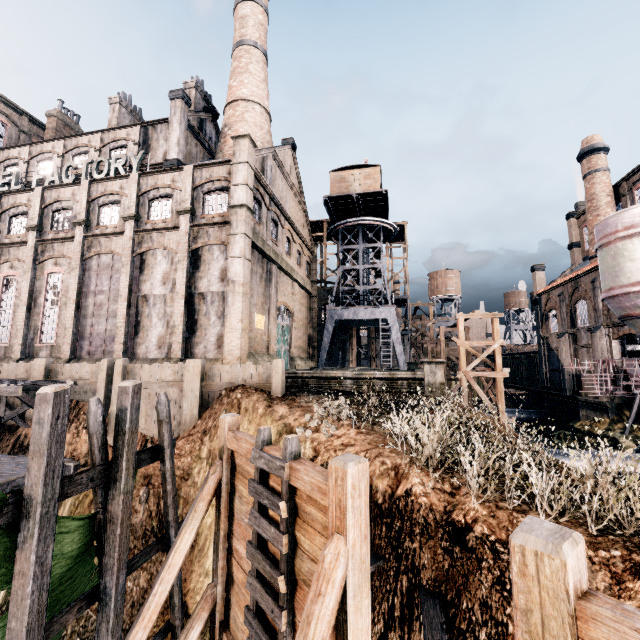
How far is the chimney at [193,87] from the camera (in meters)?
32.88

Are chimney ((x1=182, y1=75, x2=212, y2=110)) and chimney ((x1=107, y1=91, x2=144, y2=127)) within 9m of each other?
yes

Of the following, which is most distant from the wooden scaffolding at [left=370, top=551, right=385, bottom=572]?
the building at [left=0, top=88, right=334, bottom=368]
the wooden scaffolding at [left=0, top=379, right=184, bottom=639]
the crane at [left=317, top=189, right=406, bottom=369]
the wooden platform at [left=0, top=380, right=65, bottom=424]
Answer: the wooden platform at [left=0, top=380, right=65, bottom=424]

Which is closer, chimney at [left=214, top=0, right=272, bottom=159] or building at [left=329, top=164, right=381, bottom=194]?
chimney at [left=214, top=0, right=272, bottom=159]

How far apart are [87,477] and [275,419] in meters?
7.5

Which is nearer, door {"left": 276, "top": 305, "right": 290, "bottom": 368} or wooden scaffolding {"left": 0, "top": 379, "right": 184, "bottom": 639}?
wooden scaffolding {"left": 0, "top": 379, "right": 184, "bottom": 639}

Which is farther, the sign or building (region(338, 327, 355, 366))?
building (region(338, 327, 355, 366))

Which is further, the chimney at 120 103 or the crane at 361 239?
the chimney at 120 103
